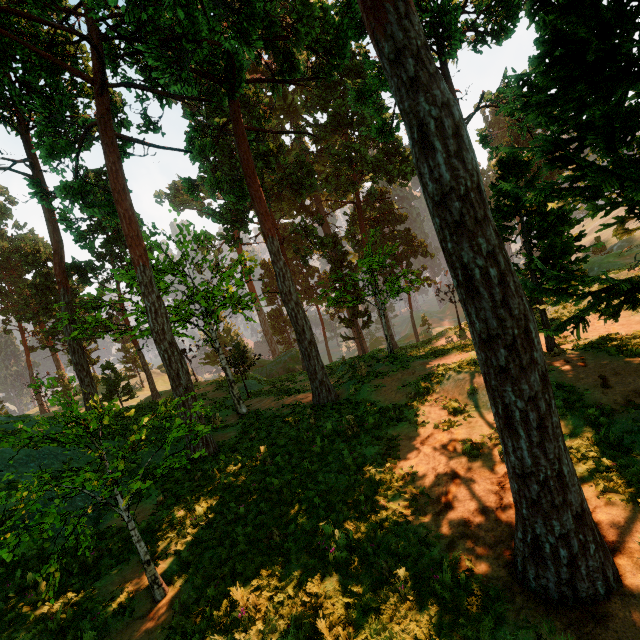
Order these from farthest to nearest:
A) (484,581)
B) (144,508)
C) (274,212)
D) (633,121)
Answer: (274,212)
(144,508)
(633,121)
(484,581)
